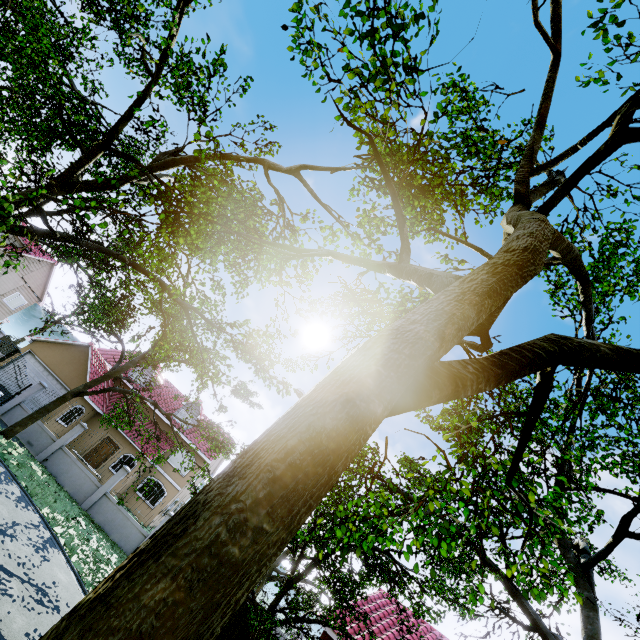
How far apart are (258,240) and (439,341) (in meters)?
6.72

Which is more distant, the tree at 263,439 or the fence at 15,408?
the fence at 15,408

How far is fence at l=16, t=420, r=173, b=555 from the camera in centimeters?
1664cm

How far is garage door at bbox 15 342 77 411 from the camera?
22.53m

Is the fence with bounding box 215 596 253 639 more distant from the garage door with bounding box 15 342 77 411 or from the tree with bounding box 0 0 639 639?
the garage door with bounding box 15 342 77 411

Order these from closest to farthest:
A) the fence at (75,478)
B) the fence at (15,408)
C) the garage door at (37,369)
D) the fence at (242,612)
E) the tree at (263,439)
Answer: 1. the tree at (263,439)
2. the fence at (242,612)
3. the fence at (75,478)
4. the fence at (15,408)
5. the garage door at (37,369)

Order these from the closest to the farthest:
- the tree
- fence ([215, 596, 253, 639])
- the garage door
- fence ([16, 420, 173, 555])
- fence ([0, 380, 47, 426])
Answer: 1. the tree
2. fence ([215, 596, 253, 639])
3. fence ([16, 420, 173, 555])
4. fence ([0, 380, 47, 426])
5. the garage door
